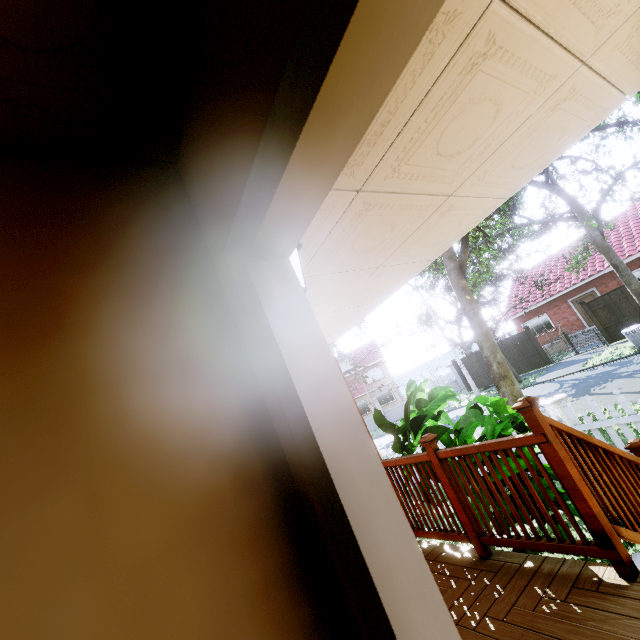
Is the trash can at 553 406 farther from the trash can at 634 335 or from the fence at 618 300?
the fence at 618 300

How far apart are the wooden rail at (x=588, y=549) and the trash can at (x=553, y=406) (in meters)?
5.05

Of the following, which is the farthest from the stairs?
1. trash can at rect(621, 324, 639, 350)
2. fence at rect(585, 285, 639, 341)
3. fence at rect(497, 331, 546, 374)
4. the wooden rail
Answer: fence at rect(497, 331, 546, 374)

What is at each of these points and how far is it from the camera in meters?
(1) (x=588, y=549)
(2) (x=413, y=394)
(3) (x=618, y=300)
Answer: (1) wooden rail, 2.1 m
(2) plant, 5.0 m
(3) fence, 16.1 m

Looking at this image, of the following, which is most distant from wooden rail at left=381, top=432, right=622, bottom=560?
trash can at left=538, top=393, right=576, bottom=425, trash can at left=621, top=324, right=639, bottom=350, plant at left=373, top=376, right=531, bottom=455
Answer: trash can at left=621, top=324, right=639, bottom=350

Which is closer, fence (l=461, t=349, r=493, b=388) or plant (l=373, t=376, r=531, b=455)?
plant (l=373, t=376, r=531, b=455)

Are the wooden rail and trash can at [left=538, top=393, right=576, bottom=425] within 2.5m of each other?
no

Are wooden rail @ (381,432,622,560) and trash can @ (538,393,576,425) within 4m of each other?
no
